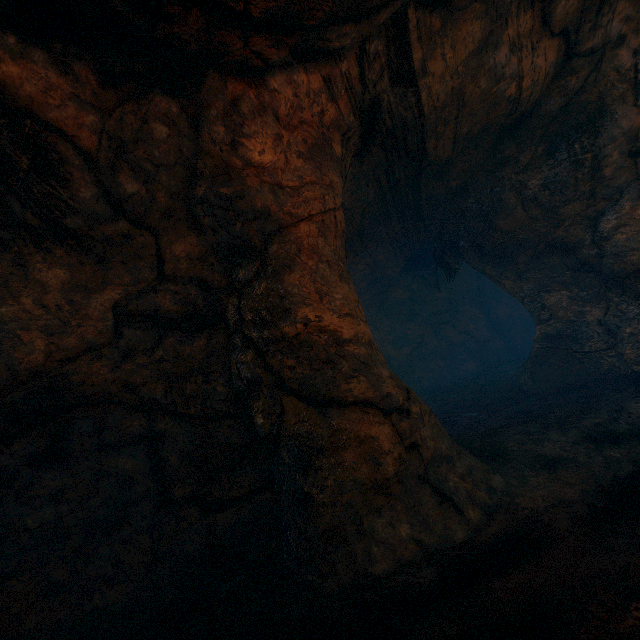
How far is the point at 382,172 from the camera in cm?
A: 594

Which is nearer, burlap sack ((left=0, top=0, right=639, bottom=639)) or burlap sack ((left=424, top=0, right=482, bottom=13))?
burlap sack ((left=0, top=0, right=639, bottom=639))

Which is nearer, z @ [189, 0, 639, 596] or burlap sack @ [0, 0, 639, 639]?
burlap sack @ [0, 0, 639, 639]

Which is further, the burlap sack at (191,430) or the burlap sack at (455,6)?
the burlap sack at (455,6)

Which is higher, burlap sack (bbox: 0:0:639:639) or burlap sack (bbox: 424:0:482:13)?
burlap sack (bbox: 424:0:482:13)

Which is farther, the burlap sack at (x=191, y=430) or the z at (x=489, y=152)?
the z at (x=489, y=152)

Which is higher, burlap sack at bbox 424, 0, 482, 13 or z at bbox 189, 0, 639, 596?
burlap sack at bbox 424, 0, 482, 13
